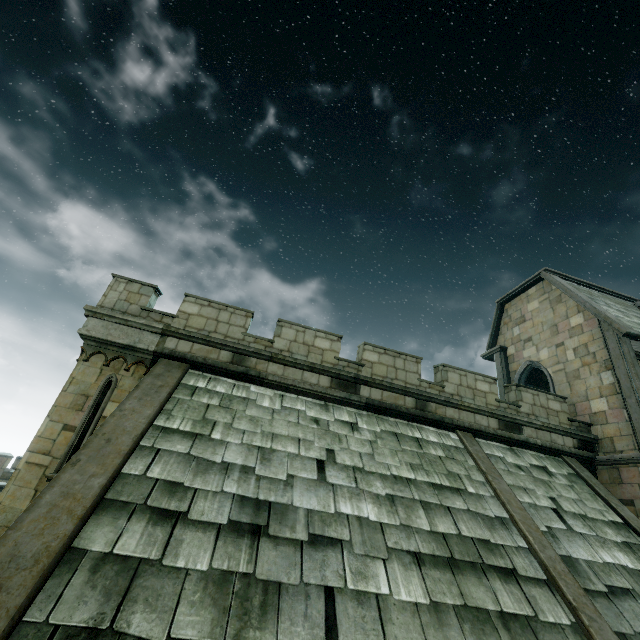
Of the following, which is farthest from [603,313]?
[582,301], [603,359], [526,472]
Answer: [526,472]
